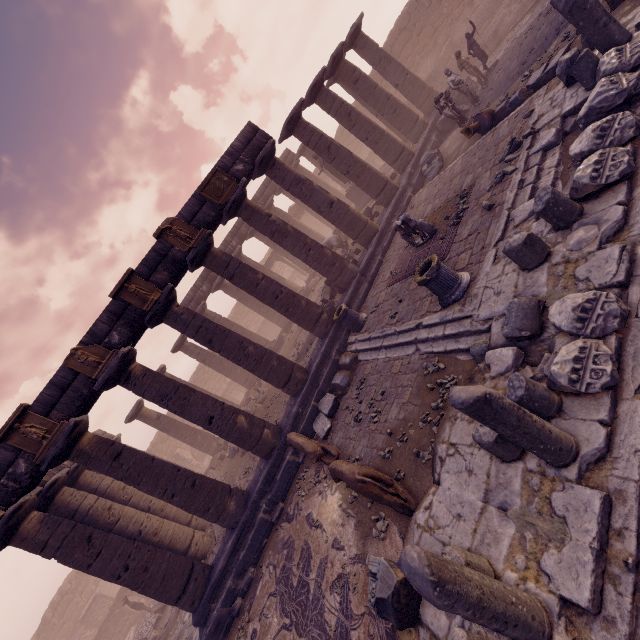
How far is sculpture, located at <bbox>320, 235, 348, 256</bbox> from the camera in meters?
17.2 m

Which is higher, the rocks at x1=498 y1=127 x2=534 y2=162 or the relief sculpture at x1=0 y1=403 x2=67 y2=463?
the relief sculpture at x1=0 y1=403 x2=67 y2=463

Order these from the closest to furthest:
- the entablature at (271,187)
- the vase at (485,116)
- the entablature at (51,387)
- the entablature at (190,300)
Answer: the entablature at (51,387) → the vase at (485,116) → the entablature at (190,300) → the entablature at (271,187)

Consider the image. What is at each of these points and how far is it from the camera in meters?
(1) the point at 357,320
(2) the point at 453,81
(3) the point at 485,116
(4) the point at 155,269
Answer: (1) column base, 10.9
(2) sculpture, 13.0
(3) vase, 10.4
(4) entablature, 10.0

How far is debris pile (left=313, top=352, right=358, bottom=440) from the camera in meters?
9.8 m

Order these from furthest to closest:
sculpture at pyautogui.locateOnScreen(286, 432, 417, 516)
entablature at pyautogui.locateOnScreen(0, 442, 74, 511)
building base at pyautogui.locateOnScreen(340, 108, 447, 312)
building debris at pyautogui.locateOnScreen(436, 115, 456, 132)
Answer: building debris at pyautogui.locateOnScreen(436, 115, 456, 132) → building base at pyautogui.locateOnScreen(340, 108, 447, 312) → entablature at pyautogui.locateOnScreen(0, 442, 74, 511) → sculpture at pyautogui.locateOnScreen(286, 432, 417, 516)

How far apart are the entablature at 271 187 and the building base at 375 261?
5.3m

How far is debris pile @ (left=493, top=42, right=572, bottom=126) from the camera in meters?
8.6 m
